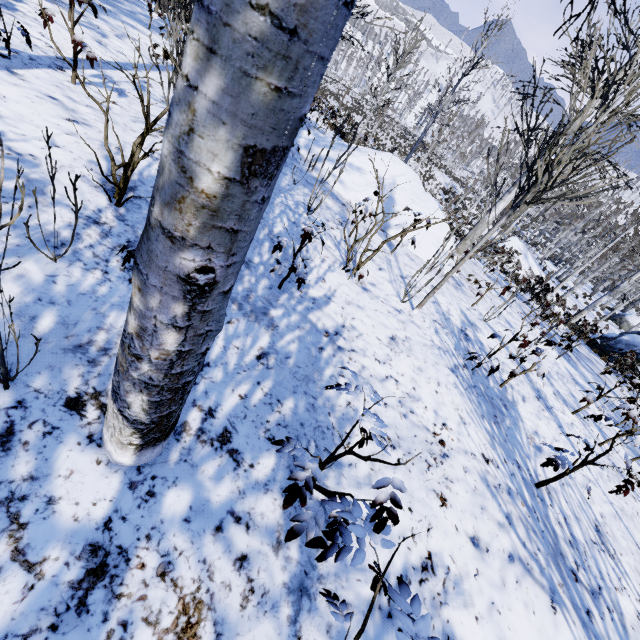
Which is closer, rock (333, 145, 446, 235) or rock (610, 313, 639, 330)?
rock (333, 145, 446, 235)

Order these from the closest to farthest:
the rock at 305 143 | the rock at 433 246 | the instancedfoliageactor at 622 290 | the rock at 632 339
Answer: the instancedfoliageactor at 622 290 → the rock at 433 246 → the rock at 305 143 → the rock at 632 339

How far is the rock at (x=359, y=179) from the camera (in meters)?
7.84

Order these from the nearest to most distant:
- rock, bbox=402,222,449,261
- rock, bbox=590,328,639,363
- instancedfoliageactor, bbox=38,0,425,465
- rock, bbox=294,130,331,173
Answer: instancedfoliageactor, bbox=38,0,425,465
rock, bbox=402,222,449,261
rock, bbox=294,130,331,173
rock, bbox=590,328,639,363

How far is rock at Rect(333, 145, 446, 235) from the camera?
7.8m

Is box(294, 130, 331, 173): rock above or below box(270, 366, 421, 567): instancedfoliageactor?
below

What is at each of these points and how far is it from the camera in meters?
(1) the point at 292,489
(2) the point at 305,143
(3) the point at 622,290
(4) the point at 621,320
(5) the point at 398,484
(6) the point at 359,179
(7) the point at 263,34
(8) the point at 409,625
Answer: A:
(1) instancedfoliageactor, 1.4
(2) rock, 8.6
(3) instancedfoliageactor, 31.3
(4) rock, 29.3
(5) instancedfoliageactor, 1.2
(6) rock, 8.3
(7) instancedfoliageactor, 0.6
(8) instancedfoliageactor, 0.9
